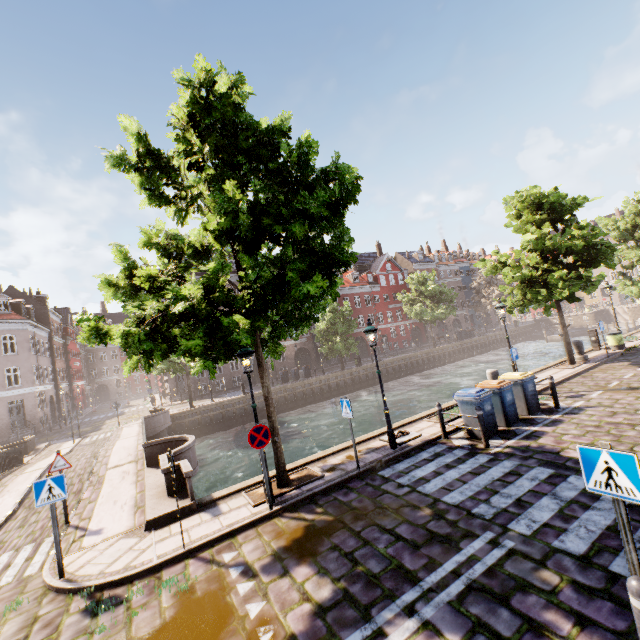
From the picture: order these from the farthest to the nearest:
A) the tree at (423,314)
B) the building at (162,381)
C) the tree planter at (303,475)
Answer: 1. the tree at (423,314)
2. the building at (162,381)
3. the tree planter at (303,475)

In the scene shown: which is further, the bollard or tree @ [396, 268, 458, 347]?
tree @ [396, 268, 458, 347]

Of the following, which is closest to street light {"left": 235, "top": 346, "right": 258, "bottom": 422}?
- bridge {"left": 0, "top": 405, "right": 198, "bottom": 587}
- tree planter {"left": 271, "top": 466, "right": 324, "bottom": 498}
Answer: tree planter {"left": 271, "top": 466, "right": 324, "bottom": 498}

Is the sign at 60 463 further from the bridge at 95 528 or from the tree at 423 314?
the tree at 423 314

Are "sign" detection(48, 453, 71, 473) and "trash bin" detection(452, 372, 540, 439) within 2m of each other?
no

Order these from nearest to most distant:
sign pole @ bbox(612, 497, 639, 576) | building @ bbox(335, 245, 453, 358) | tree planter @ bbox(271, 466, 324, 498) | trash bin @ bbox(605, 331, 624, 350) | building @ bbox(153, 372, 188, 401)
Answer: sign pole @ bbox(612, 497, 639, 576)
tree planter @ bbox(271, 466, 324, 498)
trash bin @ bbox(605, 331, 624, 350)
building @ bbox(153, 372, 188, 401)
building @ bbox(335, 245, 453, 358)

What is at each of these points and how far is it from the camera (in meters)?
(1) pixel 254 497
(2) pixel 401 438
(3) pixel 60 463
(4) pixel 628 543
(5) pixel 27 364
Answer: (1) tree planter, 8.12
(2) boat ring, 10.24
(3) sign, 8.72
(4) sign pole, 3.28
(5) building, 30.59

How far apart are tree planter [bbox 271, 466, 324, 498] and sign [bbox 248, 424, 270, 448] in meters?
1.5
